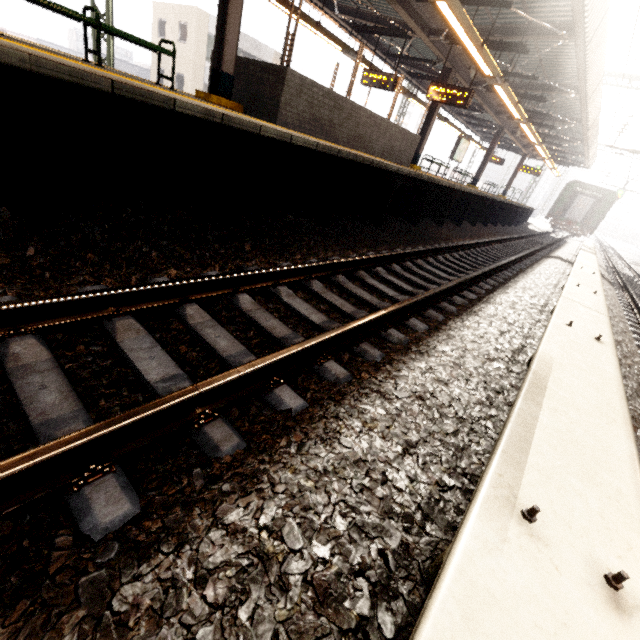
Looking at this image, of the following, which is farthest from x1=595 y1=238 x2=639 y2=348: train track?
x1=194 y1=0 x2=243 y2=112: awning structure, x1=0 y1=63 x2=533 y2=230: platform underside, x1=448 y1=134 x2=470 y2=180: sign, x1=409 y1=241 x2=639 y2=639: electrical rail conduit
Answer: x1=448 y1=134 x2=470 y2=180: sign

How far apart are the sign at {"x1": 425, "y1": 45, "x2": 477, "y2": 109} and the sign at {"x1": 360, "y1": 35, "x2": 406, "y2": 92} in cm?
138

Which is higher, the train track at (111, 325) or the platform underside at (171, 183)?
the platform underside at (171, 183)

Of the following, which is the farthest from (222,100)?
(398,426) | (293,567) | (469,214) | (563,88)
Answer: (563,88)

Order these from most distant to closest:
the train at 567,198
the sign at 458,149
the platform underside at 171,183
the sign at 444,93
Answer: the train at 567,198
the sign at 458,149
the sign at 444,93
the platform underside at 171,183

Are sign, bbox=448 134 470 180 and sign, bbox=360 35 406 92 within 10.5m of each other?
yes

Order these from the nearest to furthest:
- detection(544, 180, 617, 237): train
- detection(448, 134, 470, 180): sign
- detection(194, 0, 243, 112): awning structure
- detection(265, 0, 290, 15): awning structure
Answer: detection(194, 0, 243, 112): awning structure
detection(265, 0, 290, 15): awning structure
detection(448, 134, 470, 180): sign
detection(544, 180, 617, 237): train

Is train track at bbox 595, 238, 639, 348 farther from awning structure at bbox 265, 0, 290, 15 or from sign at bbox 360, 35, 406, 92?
sign at bbox 360, 35, 406, 92
